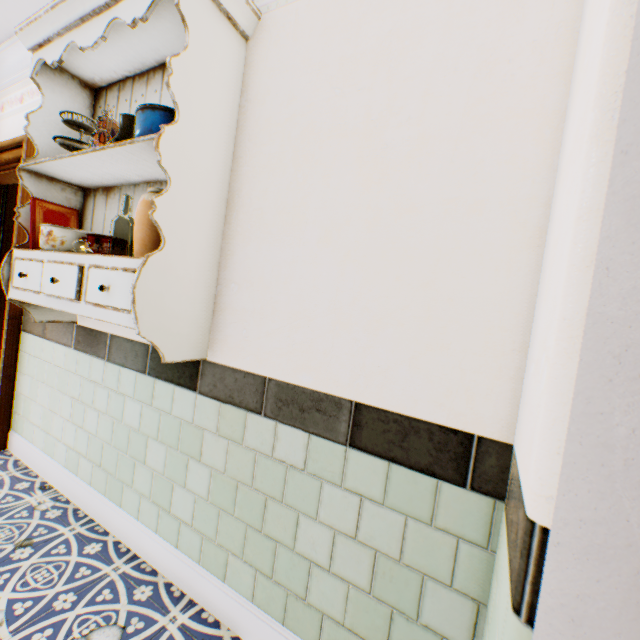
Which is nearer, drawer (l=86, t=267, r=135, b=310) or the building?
the building

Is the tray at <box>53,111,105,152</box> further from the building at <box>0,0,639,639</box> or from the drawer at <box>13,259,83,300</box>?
the drawer at <box>13,259,83,300</box>

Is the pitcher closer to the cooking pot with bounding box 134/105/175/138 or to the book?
the cooking pot with bounding box 134/105/175/138

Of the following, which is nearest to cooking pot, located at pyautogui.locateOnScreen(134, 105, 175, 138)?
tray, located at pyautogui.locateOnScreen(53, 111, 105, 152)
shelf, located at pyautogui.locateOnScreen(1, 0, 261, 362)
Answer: shelf, located at pyautogui.locateOnScreen(1, 0, 261, 362)

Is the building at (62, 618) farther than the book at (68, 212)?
No

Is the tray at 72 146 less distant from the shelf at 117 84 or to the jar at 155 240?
the shelf at 117 84

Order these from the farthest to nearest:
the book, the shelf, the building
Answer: the book → the shelf → the building

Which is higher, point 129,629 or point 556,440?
point 556,440
